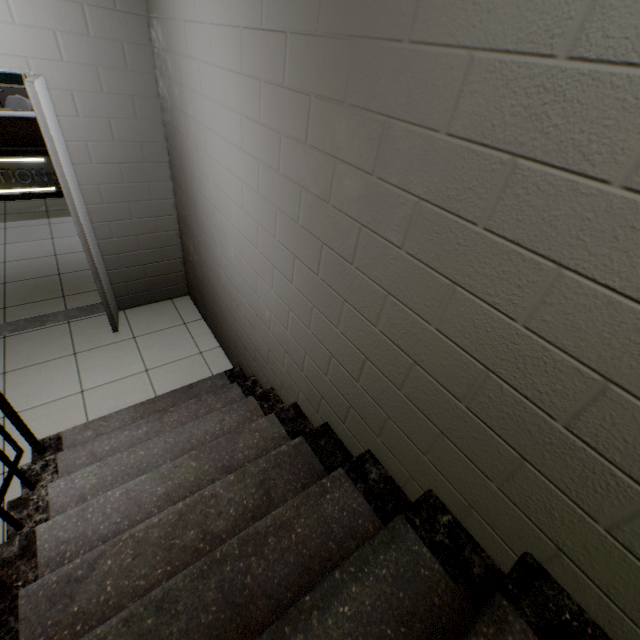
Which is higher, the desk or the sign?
the desk

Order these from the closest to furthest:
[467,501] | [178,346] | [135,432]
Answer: [467,501] → [135,432] → [178,346]

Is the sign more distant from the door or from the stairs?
the stairs

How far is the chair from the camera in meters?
5.6 m

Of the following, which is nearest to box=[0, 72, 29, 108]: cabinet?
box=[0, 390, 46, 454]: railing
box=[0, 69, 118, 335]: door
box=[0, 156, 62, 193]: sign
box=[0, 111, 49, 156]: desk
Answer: box=[0, 111, 49, 156]: desk

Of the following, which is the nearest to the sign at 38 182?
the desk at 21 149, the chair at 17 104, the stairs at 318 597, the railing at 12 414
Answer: the desk at 21 149

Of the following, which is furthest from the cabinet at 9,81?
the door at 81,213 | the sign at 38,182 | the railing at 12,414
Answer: the railing at 12,414

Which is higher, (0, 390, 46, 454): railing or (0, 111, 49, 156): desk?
(0, 111, 49, 156): desk
